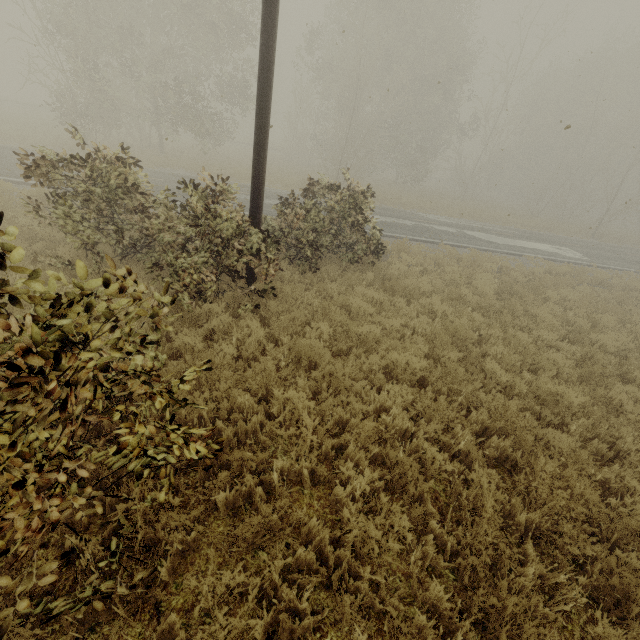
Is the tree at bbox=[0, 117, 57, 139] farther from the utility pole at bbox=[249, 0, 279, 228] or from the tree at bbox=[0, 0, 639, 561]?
the tree at bbox=[0, 0, 639, 561]

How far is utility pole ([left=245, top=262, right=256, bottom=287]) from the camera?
7.5m

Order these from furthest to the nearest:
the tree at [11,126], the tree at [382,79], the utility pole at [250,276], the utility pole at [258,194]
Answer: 1. the tree at [11,126]
2. the utility pole at [250,276]
3. the utility pole at [258,194]
4. the tree at [382,79]

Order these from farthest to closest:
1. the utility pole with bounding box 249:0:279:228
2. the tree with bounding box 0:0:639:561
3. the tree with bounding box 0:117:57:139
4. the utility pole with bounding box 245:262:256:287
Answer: the tree with bounding box 0:117:57:139, the utility pole with bounding box 245:262:256:287, the utility pole with bounding box 249:0:279:228, the tree with bounding box 0:0:639:561

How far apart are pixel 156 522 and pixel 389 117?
26.4 meters

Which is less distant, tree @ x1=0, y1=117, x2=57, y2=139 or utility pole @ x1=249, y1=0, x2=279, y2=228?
utility pole @ x1=249, y1=0, x2=279, y2=228

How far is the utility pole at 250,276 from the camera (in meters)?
7.46

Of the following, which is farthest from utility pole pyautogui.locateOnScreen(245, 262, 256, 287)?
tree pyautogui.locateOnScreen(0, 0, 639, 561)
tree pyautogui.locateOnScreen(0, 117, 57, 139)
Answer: tree pyautogui.locateOnScreen(0, 117, 57, 139)
